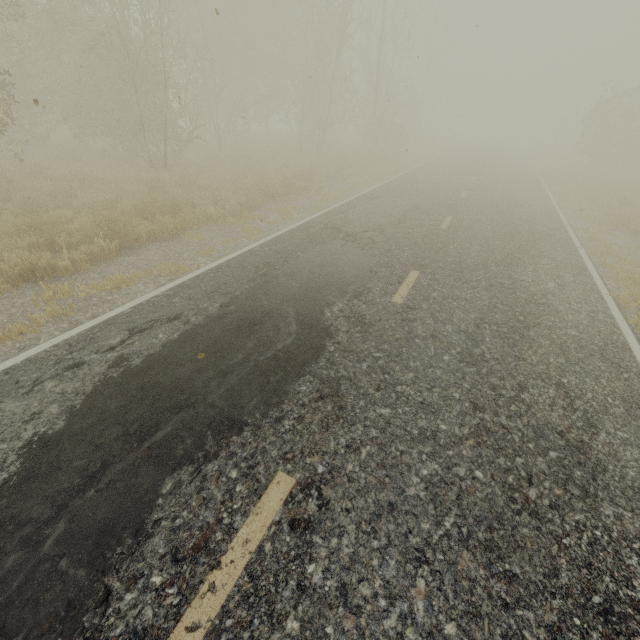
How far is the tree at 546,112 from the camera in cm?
5703

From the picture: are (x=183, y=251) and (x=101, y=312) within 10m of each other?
yes

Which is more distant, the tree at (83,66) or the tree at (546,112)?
the tree at (546,112)

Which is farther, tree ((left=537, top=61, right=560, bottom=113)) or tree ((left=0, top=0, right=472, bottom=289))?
tree ((left=537, top=61, right=560, bottom=113))

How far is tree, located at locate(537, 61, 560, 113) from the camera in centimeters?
5703cm

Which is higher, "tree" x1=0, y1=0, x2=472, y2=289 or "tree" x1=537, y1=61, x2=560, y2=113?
"tree" x1=537, y1=61, x2=560, y2=113
